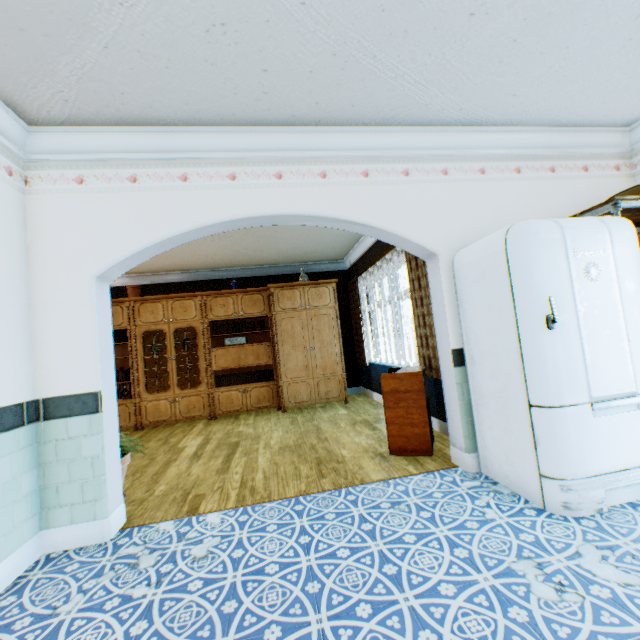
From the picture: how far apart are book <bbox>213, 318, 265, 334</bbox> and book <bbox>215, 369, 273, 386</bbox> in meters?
0.9

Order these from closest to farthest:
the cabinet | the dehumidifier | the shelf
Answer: the shelf → the dehumidifier → the cabinet

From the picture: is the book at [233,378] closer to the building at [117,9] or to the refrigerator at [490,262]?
the building at [117,9]

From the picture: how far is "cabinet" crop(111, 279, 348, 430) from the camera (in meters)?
6.32

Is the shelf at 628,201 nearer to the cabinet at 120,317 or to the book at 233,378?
the cabinet at 120,317

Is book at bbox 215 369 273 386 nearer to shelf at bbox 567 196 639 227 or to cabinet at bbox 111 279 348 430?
cabinet at bbox 111 279 348 430

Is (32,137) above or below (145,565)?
above

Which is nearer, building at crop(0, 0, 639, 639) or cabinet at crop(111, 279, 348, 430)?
building at crop(0, 0, 639, 639)
